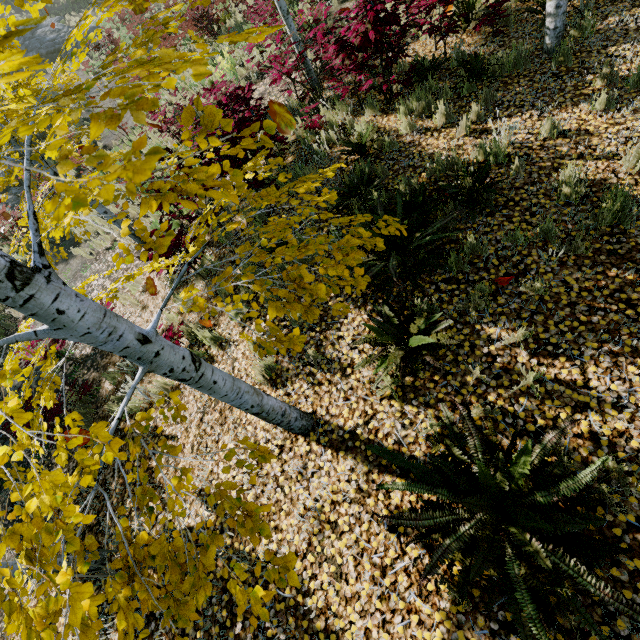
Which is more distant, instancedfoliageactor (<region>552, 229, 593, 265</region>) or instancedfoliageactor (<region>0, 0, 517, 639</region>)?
instancedfoliageactor (<region>552, 229, 593, 265</region>)

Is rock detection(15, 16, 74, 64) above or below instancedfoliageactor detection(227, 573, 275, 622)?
above

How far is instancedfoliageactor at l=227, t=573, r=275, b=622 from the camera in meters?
1.2 m

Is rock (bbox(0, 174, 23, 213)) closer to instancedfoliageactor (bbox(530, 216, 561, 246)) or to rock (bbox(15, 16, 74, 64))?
rock (bbox(15, 16, 74, 64))

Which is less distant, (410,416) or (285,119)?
(285,119)

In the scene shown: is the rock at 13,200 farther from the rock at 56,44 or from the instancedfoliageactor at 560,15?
the instancedfoliageactor at 560,15

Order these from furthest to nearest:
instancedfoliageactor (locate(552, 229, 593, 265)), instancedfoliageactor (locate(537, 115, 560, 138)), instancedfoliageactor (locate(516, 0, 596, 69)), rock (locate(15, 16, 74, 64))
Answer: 1. rock (locate(15, 16, 74, 64))
2. instancedfoliageactor (locate(516, 0, 596, 69))
3. instancedfoliageactor (locate(537, 115, 560, 138))
4. instancedfoliageactor (locate(552, 229, 593, 265))

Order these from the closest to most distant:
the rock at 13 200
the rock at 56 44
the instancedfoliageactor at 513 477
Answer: the instancedfoliageactor at 513 477 < the rock at 13 200 < the rock at 56 44
